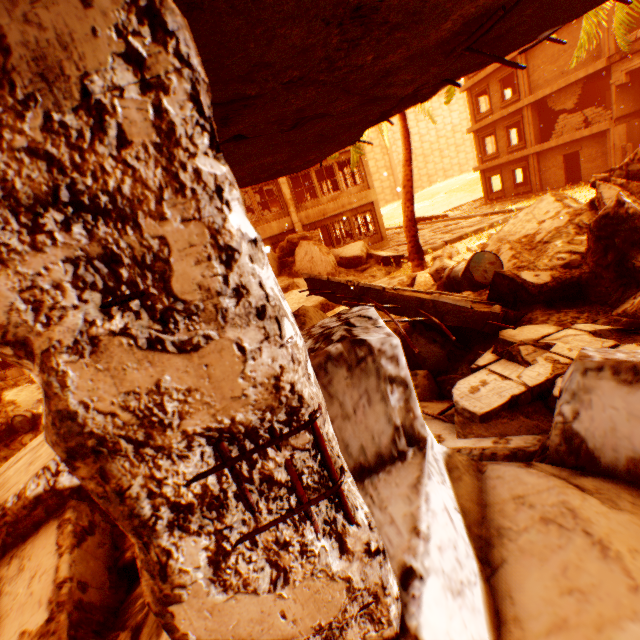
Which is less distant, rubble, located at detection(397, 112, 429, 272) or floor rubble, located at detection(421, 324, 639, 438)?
floor rubble, located at detection(421, 324, 639, 438)

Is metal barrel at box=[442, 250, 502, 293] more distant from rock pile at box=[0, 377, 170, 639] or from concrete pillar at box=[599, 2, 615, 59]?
concrete pillar at box=[599, 2, 615, 59]

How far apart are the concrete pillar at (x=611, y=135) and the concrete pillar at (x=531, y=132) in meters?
4.4

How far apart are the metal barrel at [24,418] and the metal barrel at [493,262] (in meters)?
10.56

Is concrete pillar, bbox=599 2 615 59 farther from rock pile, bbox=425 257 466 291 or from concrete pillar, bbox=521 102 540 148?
rock pile, bbox=425 257 466 291

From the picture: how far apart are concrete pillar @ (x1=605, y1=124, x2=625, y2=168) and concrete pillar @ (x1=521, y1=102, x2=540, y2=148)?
4.4m

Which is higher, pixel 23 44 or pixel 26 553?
pixel 23 44

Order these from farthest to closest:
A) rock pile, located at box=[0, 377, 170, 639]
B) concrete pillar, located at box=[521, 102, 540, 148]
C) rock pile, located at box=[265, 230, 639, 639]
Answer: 1. concrete pillar, located at box=[521, 102, 540, 148]
2. rock pile, located at box=[0, 377, 170, 639]
3. rock pile, located at box=[265, 230, 639, 639]
